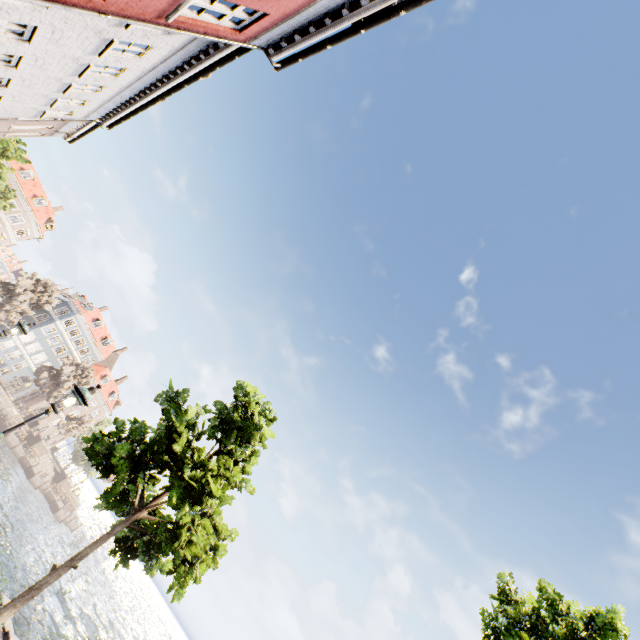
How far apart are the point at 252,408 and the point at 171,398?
2.2 meters

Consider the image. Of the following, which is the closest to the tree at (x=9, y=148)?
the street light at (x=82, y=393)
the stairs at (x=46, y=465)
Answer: the street light at (x=82, y=393)

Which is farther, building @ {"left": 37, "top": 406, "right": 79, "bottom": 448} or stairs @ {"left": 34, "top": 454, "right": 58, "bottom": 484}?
building @ {"left": 37, "top": 406, "right": 79, "bottom": 448}

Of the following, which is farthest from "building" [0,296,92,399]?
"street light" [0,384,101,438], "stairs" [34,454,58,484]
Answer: "street light" [0,384,101,438]

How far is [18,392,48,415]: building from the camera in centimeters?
5434cm

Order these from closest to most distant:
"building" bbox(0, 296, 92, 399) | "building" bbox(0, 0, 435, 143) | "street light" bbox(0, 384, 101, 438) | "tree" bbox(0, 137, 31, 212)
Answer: "street light" bbox(0, 384, 101, 438), "building" bbox(0, 0, 435, 143), "tree" bbox(0, 137, 31, 212), "building" bbox(0, 296, 92, 399)

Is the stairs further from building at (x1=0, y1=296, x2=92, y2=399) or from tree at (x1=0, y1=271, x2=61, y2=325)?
tree at (x1=0, y1=271, x2=61, y2=325)

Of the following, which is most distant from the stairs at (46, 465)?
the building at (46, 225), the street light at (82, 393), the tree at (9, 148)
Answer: the street light at (82, 393)
